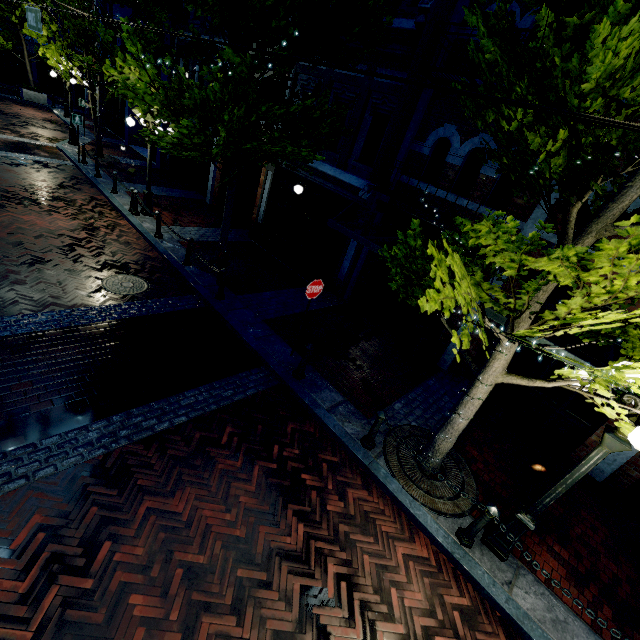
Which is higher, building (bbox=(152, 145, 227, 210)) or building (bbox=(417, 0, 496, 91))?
building (bbox=(417, 0, 496, 91))

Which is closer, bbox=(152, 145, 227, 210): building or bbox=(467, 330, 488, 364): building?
bbox=(467, 330, 488, 364): building

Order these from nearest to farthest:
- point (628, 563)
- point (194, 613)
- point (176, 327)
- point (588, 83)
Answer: point (588, 83), point (194, 613), point (628, 563), point (176, 327)

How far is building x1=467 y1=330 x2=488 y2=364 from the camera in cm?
857

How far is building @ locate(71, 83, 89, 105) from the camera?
25.9 meters

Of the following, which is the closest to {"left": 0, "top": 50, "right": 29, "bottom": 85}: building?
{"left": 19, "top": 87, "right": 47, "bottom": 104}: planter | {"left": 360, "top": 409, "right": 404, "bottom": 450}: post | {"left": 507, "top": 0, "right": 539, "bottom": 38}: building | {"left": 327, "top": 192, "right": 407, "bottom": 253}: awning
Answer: {"left": 327, "top": 192, "right": 407, "bottom": 253}: awning

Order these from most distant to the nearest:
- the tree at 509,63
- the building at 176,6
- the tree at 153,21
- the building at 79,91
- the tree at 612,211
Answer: the building at 79,91
the building at 176,6
the tree at 153,21
the tree at 612,211
the tree at 509,63

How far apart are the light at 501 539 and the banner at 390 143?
6.72m
